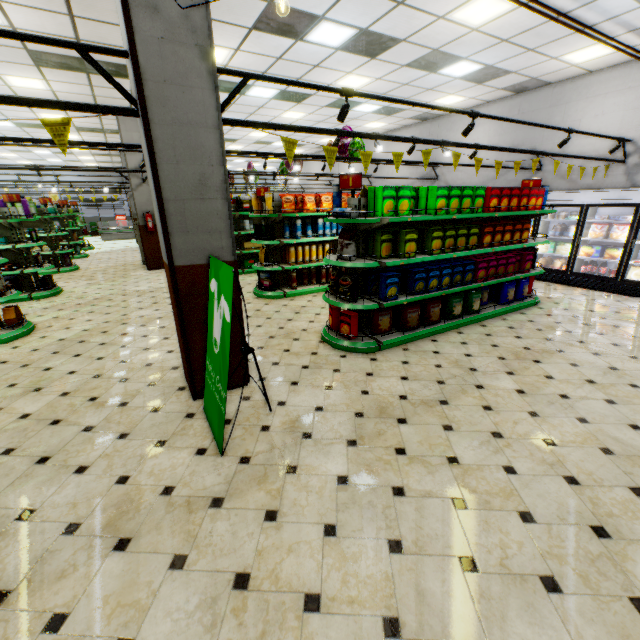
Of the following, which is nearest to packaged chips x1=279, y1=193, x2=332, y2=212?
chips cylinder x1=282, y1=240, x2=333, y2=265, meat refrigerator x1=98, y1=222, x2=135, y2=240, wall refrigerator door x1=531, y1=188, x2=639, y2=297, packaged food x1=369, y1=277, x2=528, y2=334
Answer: chips cylinder x1=282, y1=240, x2=333, y2=265

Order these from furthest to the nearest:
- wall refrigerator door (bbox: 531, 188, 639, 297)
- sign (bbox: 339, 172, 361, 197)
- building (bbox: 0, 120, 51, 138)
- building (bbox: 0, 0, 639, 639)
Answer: building (bbox: 0, 120, 51, 138)
wall refrigerator door (bbox: 531, 188, 639, 297)
sign (bbox: 339, 172, 361, 197)
building (bbox: 0, 0, 639, 639)

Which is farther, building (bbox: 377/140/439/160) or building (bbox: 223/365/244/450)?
building (bbox: 377/140/439/160)

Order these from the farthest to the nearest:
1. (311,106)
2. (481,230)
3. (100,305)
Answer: (311,106) < (100,305) < (481,230)

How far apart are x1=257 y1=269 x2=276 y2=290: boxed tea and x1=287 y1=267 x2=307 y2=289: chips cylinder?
0.3 meters

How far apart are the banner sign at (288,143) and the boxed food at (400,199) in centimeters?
22cm

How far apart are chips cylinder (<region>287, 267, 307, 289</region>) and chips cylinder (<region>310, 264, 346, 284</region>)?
0.7 meters

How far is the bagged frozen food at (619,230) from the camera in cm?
728
